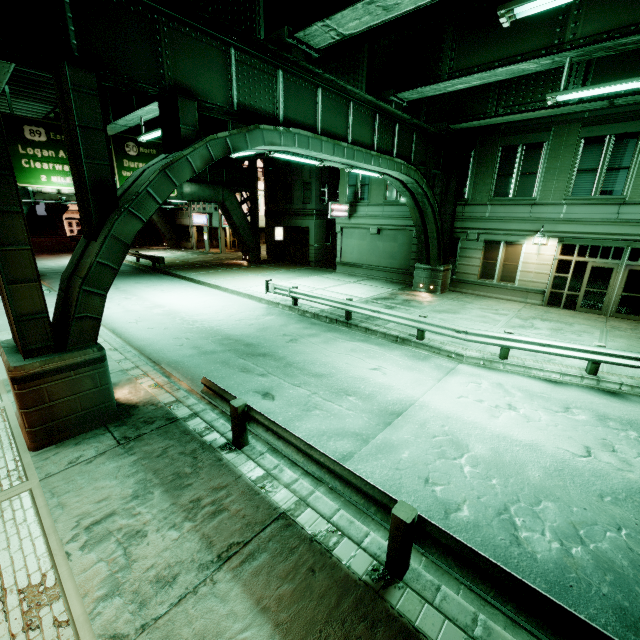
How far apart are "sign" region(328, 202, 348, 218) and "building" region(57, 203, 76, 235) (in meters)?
60.20

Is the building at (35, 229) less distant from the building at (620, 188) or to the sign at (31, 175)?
the sign at (31, 175)

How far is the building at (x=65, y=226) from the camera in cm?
5856

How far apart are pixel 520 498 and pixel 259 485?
4.5 meters

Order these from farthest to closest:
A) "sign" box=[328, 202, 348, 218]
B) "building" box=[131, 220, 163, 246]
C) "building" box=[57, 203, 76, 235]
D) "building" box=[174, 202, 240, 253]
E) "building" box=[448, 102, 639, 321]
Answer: "building" box=[57, 203, 76, 235] → "building" box=[131, 220, 163, 246] → "building" box=[174, 202, 240, 253] → "sign" box=[328, 202, 348, 218] → "building" box=[448, 102, 639, 321]

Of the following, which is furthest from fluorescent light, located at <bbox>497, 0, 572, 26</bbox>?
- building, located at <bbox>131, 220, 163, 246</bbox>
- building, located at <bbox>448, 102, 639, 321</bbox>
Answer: building, located at <bbox>131, 220, 163, 246</bbox>

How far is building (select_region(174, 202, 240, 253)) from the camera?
37.7m

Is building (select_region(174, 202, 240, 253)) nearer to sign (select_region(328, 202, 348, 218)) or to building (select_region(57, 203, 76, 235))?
sign (select_region(328, 202, 348, 218))
